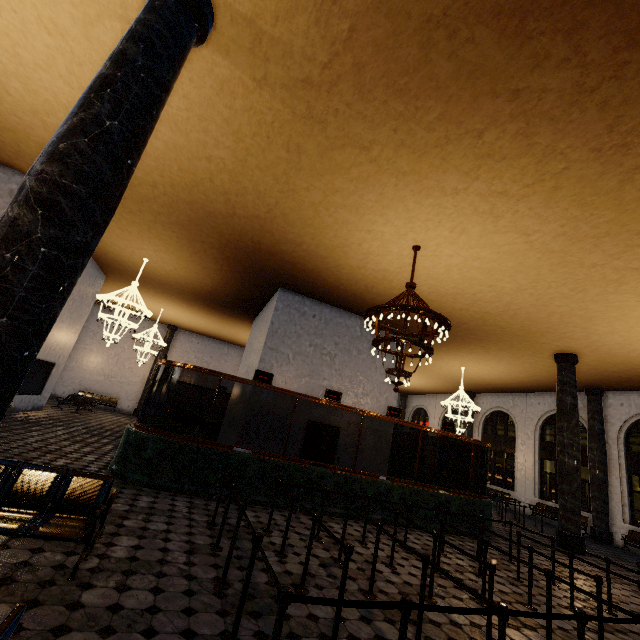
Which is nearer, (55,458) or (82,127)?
(82,127)
